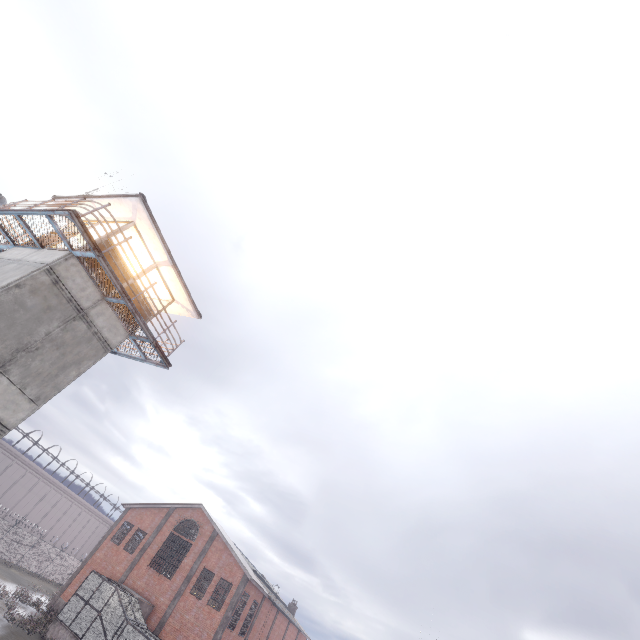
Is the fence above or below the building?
below

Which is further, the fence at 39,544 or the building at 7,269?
the fence at 39,544

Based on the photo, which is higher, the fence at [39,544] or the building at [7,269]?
the building at [7,269]

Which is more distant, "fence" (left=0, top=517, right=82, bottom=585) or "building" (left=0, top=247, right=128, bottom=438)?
"fence" (left=0, top=517, right=82, bottom=585)

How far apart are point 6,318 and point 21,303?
0.6m
